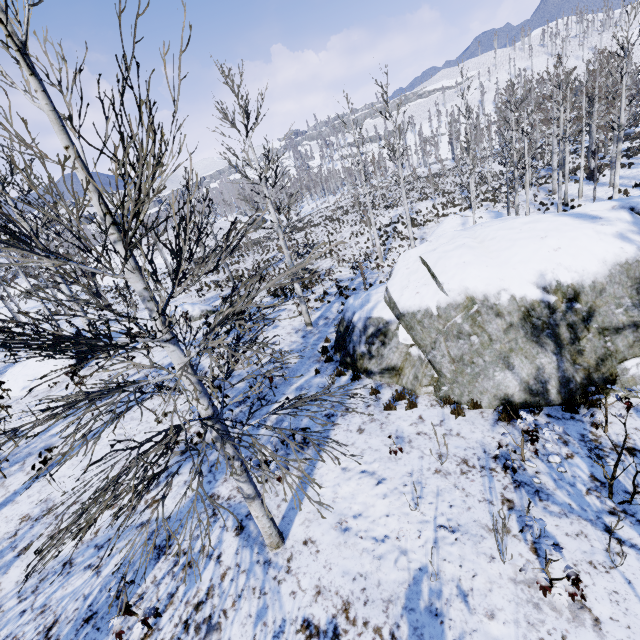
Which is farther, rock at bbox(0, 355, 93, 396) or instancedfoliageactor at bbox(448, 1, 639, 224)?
instancedfoliageactor at bbox(448, 1, 639, 224)

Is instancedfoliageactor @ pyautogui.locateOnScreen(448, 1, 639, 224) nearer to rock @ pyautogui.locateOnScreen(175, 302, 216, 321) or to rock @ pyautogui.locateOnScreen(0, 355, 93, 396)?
rock @ pyautogui.locateOnScreen(175, 302, 216, 321)

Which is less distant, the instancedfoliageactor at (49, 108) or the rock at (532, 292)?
the instancedfoliageactor at (49, 108)

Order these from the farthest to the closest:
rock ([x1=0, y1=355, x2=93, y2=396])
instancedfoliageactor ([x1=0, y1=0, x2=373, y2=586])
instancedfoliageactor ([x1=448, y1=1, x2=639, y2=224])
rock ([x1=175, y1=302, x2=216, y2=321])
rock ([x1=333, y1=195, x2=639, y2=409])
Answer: rock ([x1=175, y1=302, x2=216, y2=321]) → instancedfoliageactor ([x1=448, y1=1, x2=639, y2=224]) → rock ([x1=0, y1=355, x2=93, y2=396]) → rock ([x1=333, y1=195, x2=639, y2=409]) → instancedfoliageactor ([x1=0, y1=0, x2=373, y2=586])

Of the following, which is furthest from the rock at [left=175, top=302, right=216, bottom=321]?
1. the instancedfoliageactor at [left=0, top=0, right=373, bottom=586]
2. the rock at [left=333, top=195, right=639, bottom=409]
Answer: the rock at [left=333, top=195, right=639, bottom=409]

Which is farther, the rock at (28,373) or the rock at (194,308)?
the rock at (194,308)

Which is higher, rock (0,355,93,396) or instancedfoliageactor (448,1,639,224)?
instancedfoliageactor (448,1,639,224)

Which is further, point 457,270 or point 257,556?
point 457,270
